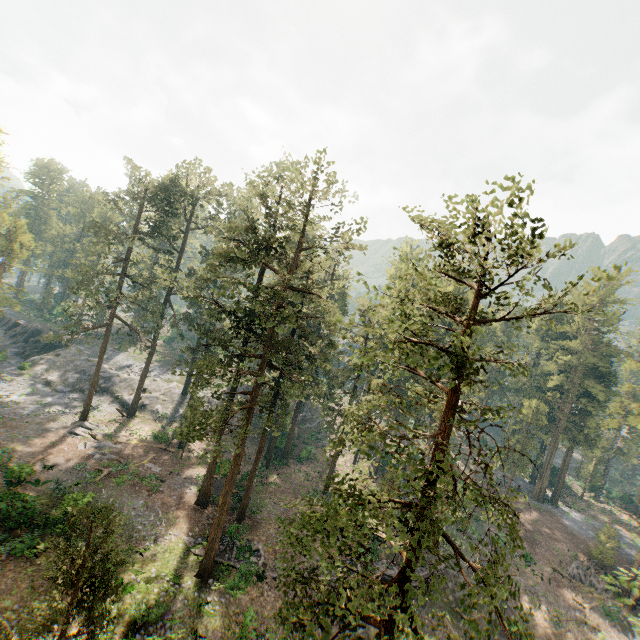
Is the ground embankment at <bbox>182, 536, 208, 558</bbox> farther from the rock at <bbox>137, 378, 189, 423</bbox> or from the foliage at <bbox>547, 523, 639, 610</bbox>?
the rock at <bbox>137, 378, 189, 423</bbox>

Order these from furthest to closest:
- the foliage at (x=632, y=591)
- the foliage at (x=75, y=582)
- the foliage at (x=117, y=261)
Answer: the foliage at (x=75, y=582) → the foliage at (x=632, y=591) → the foliage at (x=117, y=261)

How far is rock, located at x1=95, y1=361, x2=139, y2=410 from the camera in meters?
43.7 m

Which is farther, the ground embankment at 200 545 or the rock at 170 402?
the rock at 170 402

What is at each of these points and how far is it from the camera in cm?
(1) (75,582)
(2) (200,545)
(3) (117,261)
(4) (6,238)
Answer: (1) foliage, 1633
(2) ground embankment, 2462
(3) foliage, 3528
(4) foliage, 4222

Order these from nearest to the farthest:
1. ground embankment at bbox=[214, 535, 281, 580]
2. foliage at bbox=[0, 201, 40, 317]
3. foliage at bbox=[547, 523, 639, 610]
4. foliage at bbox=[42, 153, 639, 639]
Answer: foliage at bbox=[42, 153, 639, 639]
foliage at bbox=[547, 523, 639, 610]
ground embankment at bbox=[214, 535, 281, 580]
foliage at bbox=[0, 201, 40, 317]

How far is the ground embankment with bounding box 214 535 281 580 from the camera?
23.77m

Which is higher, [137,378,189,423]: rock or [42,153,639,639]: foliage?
[42,153,639,639]: foliage
